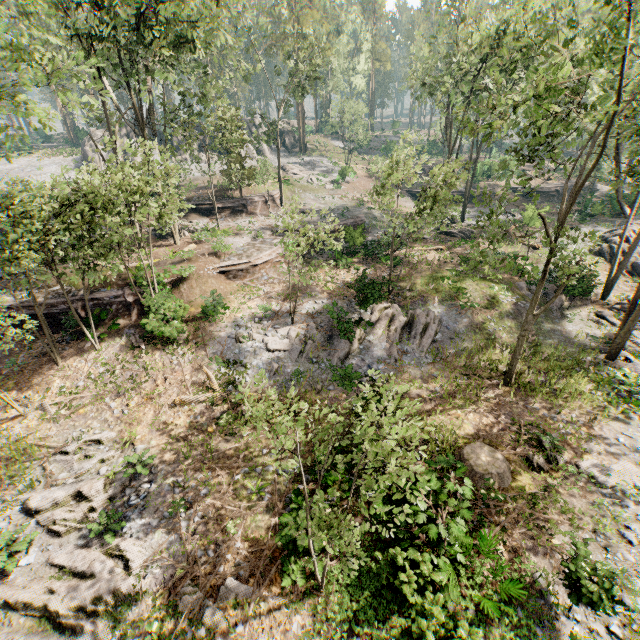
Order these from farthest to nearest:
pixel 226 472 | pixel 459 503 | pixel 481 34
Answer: pixel 481 34 → pixel 226 472 → pixel 459 503

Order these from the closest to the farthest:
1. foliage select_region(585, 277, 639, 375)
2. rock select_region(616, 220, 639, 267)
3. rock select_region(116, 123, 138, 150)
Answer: foliage select_region(585, 277, 639, 375), rock select_region(616, 220, 639, 267), rock select_region(116, 123, 138, 150)

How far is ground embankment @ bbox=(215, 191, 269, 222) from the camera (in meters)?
33.53

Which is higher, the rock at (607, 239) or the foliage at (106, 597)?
the rock at (607, 239)

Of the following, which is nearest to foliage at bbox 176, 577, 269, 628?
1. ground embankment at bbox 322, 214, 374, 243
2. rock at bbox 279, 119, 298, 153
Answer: rock at bbox 279, 119, 298, 153

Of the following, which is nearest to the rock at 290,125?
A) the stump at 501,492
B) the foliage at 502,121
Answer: the foliage at 502,121

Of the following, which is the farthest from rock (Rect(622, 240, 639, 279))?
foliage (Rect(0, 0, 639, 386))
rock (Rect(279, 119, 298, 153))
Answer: rock (Rect(279, 119, 298, 153))

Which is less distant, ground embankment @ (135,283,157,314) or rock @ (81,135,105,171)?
ground embankment @ (135,283,157,314)
